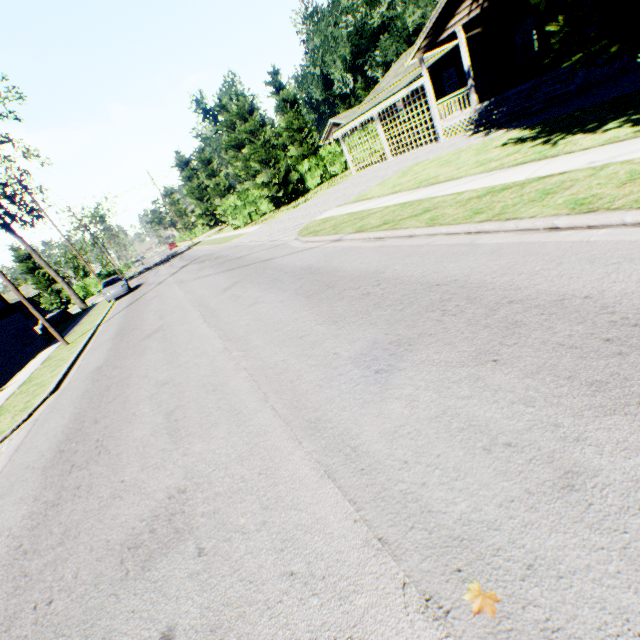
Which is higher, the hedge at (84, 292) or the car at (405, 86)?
the car at (405, 86)

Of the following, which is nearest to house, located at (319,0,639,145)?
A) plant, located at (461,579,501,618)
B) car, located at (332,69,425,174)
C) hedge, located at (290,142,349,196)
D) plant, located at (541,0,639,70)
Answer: car, located at (332,69,425,174)

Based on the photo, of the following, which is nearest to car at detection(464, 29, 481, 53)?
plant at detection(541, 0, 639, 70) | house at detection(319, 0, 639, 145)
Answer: house at detection(319, 0, 639, 145)

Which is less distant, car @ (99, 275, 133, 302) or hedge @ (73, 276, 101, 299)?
car @ (99, 275, 133, 302)

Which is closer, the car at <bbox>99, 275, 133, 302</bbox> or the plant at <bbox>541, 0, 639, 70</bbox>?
the plant at <bbox>541, 0, 639, 70</bbox>

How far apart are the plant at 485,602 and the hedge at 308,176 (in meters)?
35.46

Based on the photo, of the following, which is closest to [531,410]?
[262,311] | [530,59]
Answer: [262,311]

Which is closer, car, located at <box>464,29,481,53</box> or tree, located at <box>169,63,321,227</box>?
car, located at <box>464,29,481,53</box>
